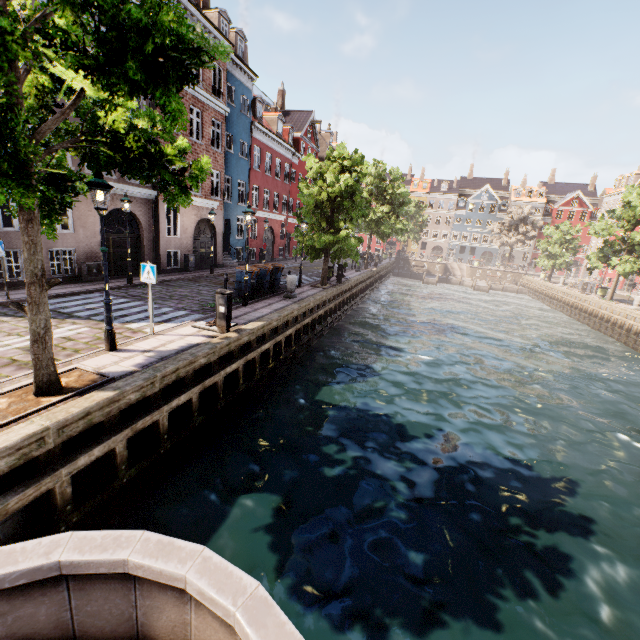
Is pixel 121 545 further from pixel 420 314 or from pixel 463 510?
pixel 420 314

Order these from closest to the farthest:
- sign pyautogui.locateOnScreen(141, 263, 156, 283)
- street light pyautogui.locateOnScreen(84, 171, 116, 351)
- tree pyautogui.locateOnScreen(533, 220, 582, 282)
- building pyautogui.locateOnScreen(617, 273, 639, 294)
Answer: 1. street light pyautogui.locateOnScreen(84, 171, 116, 351)
2. sign pyautogui.locateOnScreen(141, 263, 156, 283)
3. building pyautogui.locateOnScreen(617, 273, 639, 294)
4. tree pyautogui.locateOnScreen(533, 220, 582, 282)

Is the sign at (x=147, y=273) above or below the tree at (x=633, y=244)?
below

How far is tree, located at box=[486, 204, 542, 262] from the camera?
53.0 meters

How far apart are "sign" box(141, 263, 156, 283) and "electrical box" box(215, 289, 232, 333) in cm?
160

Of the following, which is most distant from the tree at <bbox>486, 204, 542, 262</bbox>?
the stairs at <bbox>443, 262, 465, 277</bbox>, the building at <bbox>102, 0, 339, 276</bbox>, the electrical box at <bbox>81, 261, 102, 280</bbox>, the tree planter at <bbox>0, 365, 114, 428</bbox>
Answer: the electrical box at <bbox>81, 261, 102, 280</bbox>

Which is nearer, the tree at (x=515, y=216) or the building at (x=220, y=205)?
the building at (x=220, y=205)

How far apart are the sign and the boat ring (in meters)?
1.88
